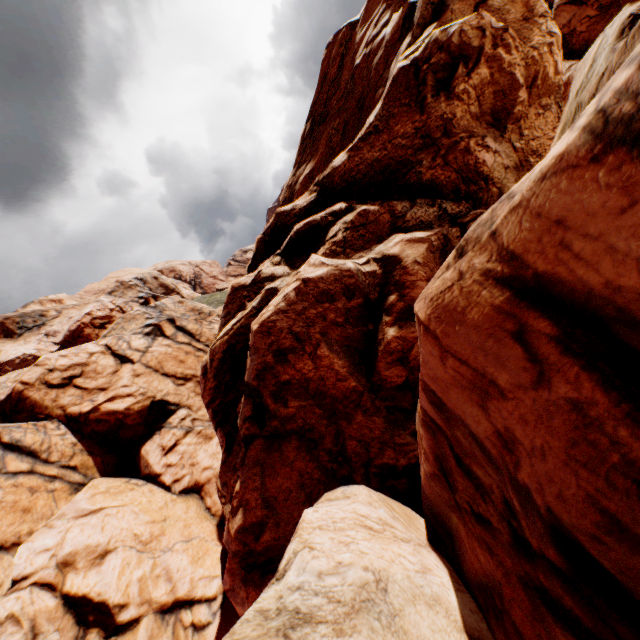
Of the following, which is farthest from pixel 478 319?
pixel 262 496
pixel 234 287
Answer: pixel 234 287
